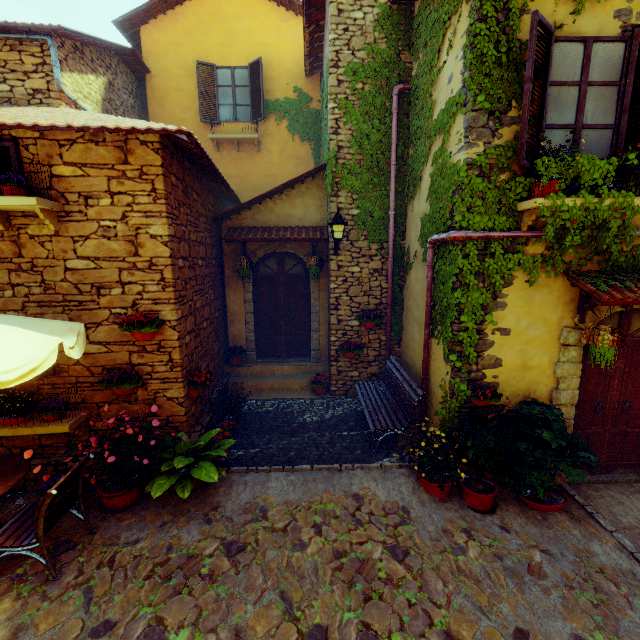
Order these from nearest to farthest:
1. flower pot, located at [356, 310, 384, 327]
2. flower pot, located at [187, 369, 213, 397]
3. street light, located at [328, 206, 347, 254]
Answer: flower pot, located at [187, 369, 213, 397] → street light, located at [328, 206, 347, 254] → flower pot, located at [356, 310, 384, 327]

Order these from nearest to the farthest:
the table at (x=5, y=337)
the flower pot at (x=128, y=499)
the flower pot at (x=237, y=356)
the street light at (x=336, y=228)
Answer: the table at (x=5, y=337), the flower pot at (x=128, y=499), the street light at (x=336, y=228), the flower pot at (x=237, y=356)

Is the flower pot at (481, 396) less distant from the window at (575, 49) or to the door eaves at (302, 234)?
the window at (575, 49)

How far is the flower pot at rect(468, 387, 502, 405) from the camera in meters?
4.8 m

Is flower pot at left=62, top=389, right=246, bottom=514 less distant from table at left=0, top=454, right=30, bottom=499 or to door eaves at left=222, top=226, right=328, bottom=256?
table at left=0, top=454, right=30, bottom=499

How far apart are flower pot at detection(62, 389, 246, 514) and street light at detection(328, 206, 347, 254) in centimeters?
399cm

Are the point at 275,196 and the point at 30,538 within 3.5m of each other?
no

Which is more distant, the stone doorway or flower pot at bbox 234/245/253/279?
flower pot at bbox 234/245/253/279
